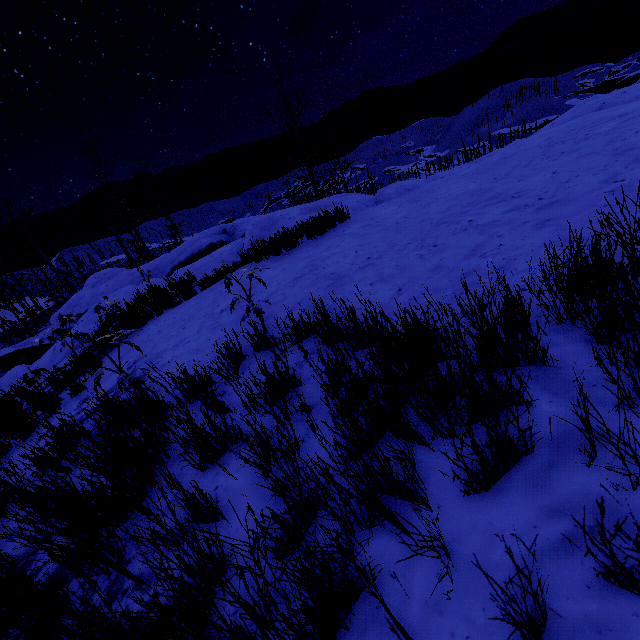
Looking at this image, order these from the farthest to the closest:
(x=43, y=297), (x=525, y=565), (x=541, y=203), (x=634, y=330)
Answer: (x=43, y=297)
(x=541, y=203)
(x=634, y=330)
(x=525, y=565)

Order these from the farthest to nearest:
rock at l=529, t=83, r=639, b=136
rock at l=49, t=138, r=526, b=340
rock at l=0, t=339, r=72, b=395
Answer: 1. rock at l=529, t=83, r=639, b=136
2. rock at l=0, t=339, r=72, b=395
3. rock at l=49, t=138, r=526, b=340

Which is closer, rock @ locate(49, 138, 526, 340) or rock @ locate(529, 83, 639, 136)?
rock @ locate(49, 138, 526, 340)

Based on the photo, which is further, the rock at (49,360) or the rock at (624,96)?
the rock at (624,96)

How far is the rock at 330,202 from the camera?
8.02m

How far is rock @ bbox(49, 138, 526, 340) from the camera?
8.0 meters
